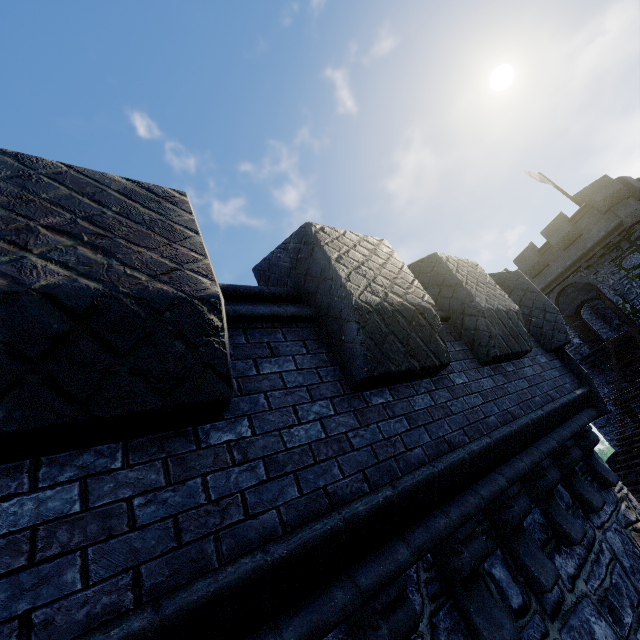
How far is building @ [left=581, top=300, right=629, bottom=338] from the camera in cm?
2502

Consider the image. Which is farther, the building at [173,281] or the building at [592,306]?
the building at [592,306]

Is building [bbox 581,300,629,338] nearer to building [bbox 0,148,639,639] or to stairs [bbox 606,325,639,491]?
stairs [bbox 606,325,639,491]

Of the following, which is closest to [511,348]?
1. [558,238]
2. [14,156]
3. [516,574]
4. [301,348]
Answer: [516,574]

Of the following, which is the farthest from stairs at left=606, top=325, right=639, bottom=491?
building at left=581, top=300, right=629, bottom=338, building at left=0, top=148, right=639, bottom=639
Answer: building at left=0, top=148, right=639, bottom=639

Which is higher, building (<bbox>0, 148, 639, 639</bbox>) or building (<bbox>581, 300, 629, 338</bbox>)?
building (<bbox>581, 300, 629, 338</bbox>)

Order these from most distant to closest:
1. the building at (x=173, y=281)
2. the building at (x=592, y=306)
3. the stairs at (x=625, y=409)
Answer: the building at (x=592, y=306) → the stairs at (x=625, y=409) → the building at (x=173, y=281)

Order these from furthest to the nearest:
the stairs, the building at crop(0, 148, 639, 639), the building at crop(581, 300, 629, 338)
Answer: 1. the building at crop(581, 300, 629, 338)
2. the stairs
3. the building at crop(0, 148, 639, 639)
